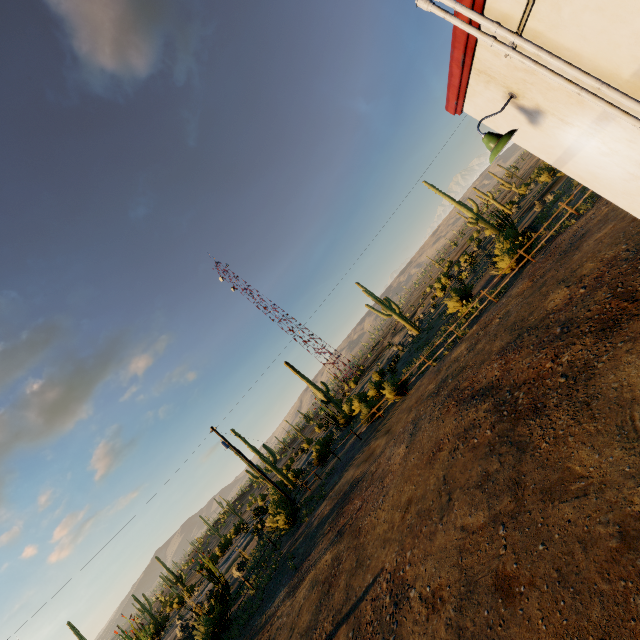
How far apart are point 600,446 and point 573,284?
6.4 meters

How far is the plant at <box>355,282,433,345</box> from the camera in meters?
36.4

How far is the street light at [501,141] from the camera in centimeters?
381cm

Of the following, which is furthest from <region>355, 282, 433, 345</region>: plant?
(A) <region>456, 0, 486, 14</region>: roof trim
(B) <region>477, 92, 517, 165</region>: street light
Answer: (B) <region>477, 92, 517, 165</region>: street light

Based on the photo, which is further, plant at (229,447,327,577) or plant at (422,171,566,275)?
plant at (229,447,327,577)

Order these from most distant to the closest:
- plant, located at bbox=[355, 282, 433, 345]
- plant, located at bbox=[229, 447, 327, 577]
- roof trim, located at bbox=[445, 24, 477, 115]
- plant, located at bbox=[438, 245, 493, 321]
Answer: plant, located at bbox=[355, 282, 433, 345] → plant, located at bbox=[438, 245, 493, 321] → plant, located at bbox=[229, 447, 327, 577] → roof trim, located at bbox=[445, 24, 477, 115]

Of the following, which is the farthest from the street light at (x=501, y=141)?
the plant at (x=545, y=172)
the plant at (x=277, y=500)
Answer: the plant at (x=277, y=500)

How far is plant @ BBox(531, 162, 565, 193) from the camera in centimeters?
3400cm
